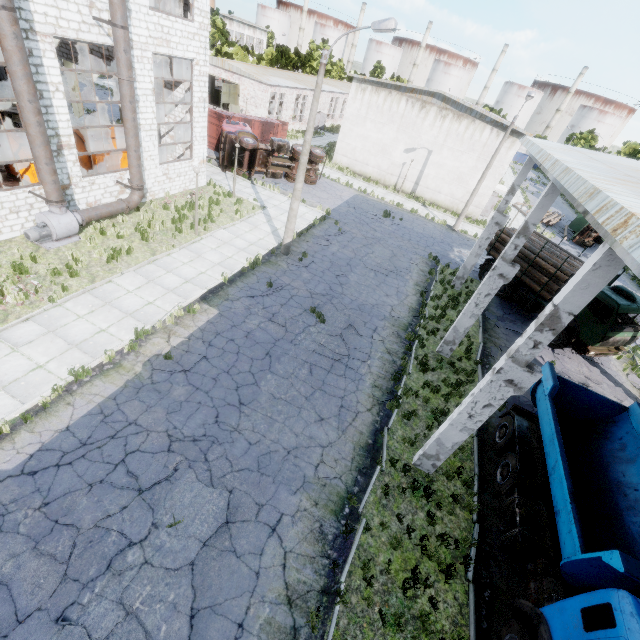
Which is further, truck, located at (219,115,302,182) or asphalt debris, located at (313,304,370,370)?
truck, located at (219,115,302,182)

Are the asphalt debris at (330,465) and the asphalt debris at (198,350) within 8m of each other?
yes

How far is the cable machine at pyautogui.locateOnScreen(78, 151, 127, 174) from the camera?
17.12m

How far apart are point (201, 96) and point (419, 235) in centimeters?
1744cm

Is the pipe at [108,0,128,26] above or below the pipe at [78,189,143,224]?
above

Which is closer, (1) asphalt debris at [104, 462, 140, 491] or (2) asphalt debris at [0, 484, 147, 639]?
(2) asphalt debris at [0, 484, 147, 639]

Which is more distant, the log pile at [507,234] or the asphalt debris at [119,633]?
the log pile at [507,234]

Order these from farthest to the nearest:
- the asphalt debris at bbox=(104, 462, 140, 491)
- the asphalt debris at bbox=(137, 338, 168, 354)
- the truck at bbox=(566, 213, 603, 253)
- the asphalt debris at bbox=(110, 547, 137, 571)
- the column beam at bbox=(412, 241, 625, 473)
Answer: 1. the truck at bbox=(566, 213, 603, 253)
2. the asphalt debris at bbox=(137, 338, 168, 354)
3. the asphalt debris at bbox=(104, 462, 140, 491)
4. the asphalt debris at bbox=(110, 547, 137, 571)
5. the column beam at bbox=(412, 241, 625, 473)
